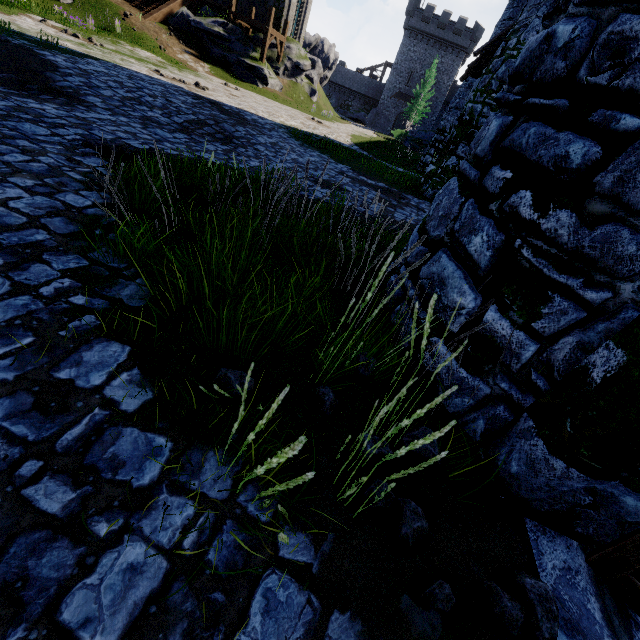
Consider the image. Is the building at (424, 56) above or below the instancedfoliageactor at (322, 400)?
above

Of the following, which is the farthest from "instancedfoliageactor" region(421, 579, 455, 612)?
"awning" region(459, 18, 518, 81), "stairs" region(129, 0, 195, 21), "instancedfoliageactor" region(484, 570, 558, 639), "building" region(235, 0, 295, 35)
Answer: "building" region(235, 0, 295, 35)

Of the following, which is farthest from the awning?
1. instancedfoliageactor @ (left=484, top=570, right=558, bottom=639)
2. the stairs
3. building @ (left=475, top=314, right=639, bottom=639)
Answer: the stairs

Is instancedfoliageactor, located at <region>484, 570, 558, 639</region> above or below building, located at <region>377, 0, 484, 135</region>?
below

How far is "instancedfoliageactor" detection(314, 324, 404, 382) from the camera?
2.5m

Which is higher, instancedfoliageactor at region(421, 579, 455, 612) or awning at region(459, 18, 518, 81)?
awning at region(459, 18, 518, 81)

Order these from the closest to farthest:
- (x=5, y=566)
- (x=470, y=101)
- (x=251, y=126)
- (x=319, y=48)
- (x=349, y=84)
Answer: (x=5, y=566)
(x=251, y=126)
(x=470, y=101)
(x=319, y=48)
(x=349, y=84)

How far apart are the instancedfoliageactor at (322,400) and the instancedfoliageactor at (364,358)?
0.36m
